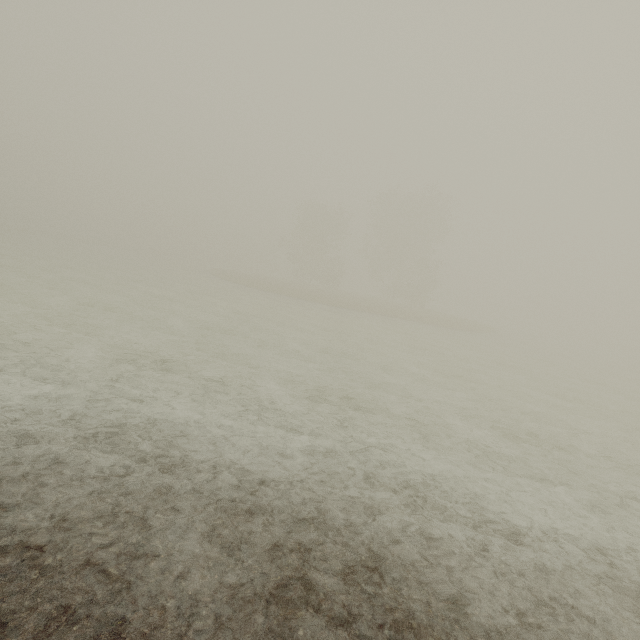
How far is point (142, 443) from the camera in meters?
5.2
